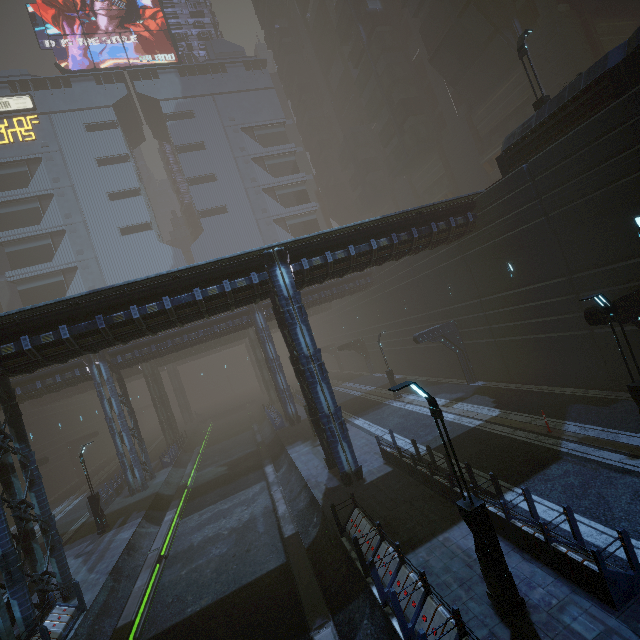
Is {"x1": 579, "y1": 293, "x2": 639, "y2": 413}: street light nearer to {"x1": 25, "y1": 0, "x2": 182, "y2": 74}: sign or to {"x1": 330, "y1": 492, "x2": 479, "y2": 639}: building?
{"x1": 330, "y1": 492, "x2": 479, "y2": 639}: building

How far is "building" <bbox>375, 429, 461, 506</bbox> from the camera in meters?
11.4 m

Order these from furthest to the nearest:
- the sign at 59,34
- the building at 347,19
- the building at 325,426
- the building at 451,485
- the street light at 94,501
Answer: the sign at 59,34, the street light at 94,501, the building at 347,19, the building at 325,426, the building at 451,485

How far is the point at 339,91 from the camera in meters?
54.4 m

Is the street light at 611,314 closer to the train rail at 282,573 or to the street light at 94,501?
the train rail at 282,573

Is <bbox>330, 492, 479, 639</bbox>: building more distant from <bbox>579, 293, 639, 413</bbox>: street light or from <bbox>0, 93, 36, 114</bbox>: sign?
<bbox>579, 293, 639, 413</bbox>: street light

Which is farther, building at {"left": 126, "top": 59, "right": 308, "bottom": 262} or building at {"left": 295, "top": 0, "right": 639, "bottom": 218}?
building at {"left": 126, "top": 59, "right": 308, "bottom": 262}

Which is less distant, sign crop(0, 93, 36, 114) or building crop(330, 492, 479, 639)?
building crop(330, 492, 479, 639)
